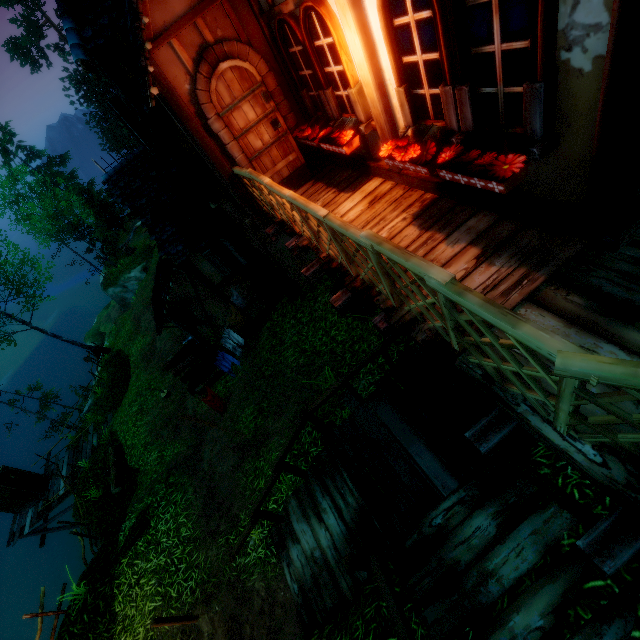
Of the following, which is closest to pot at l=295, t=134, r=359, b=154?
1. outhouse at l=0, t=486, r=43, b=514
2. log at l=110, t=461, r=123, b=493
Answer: log at l=110, t=461, r=123, b=493

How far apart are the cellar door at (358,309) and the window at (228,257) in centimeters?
306cm

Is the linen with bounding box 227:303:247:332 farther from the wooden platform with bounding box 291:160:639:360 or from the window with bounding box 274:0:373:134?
the window with bounding box 274:0:373:134

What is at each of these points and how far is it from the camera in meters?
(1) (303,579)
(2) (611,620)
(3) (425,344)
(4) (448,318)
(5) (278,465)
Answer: (1) stairs, 5.4
(2) stairs, 2.3
(3) wooden platform, 3.1
(4) fence, 2.5
(5) rail, 5.1

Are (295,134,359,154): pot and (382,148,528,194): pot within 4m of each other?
yes

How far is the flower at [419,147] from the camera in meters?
3.4 m

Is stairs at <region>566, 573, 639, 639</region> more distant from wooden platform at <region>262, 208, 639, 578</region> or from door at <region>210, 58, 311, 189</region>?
door at <region>210, 58, 311, 189</region>

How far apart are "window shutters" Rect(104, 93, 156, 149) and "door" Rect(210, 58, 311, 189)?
3.38m
